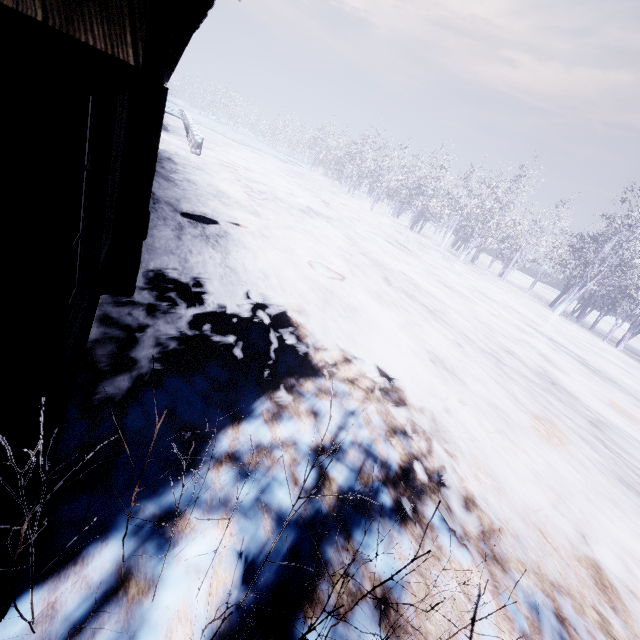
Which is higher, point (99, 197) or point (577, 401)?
point (99, 197)

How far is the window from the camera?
1.2 meters

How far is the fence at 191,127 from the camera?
15.6m

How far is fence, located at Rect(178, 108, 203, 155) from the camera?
15.59m

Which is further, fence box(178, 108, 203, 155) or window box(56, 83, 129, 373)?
fence box(178, 108, 203, 155)

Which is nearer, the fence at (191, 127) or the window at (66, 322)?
the window at (66, 322)
